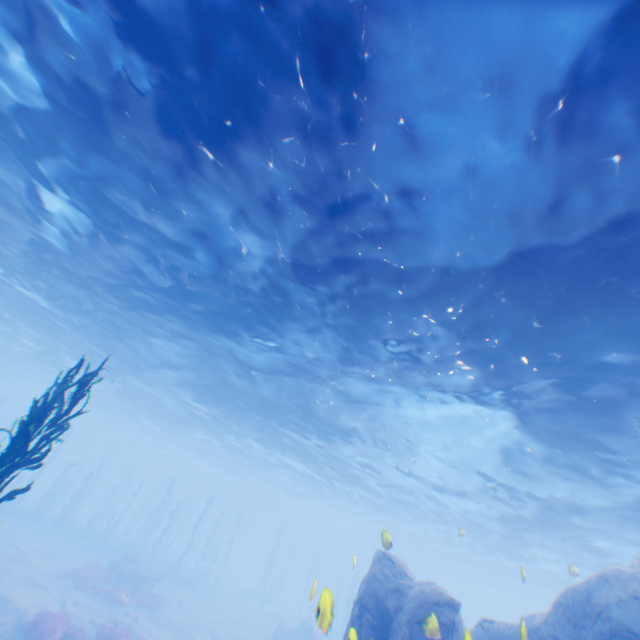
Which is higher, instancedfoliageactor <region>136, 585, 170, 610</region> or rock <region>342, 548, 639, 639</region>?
rock <region>342, 548, 639, 639</region>

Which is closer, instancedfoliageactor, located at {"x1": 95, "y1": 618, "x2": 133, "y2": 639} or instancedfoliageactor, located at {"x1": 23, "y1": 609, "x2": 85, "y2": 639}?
instancedfoliageactor, located at {"x1": 23, "y1": 609, "x2": 85, "y2": 639}

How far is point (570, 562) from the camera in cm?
2650

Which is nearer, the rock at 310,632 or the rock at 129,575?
the rock at 129,575

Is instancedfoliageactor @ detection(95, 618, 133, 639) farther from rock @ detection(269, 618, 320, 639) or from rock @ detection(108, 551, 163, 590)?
rock @ detection(108, 551, 163, 590)

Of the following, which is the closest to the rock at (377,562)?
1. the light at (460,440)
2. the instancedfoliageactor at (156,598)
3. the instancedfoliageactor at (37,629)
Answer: the light at (460,440)

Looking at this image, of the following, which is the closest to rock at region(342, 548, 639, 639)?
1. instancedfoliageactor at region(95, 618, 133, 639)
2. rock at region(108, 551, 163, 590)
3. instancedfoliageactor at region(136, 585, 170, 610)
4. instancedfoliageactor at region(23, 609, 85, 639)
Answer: instancedfoliageactor at region(95, 618, 133, 639)

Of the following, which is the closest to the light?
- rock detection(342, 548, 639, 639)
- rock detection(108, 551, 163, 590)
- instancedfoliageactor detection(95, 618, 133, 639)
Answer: rock detection(342, 548, 639, 639)
